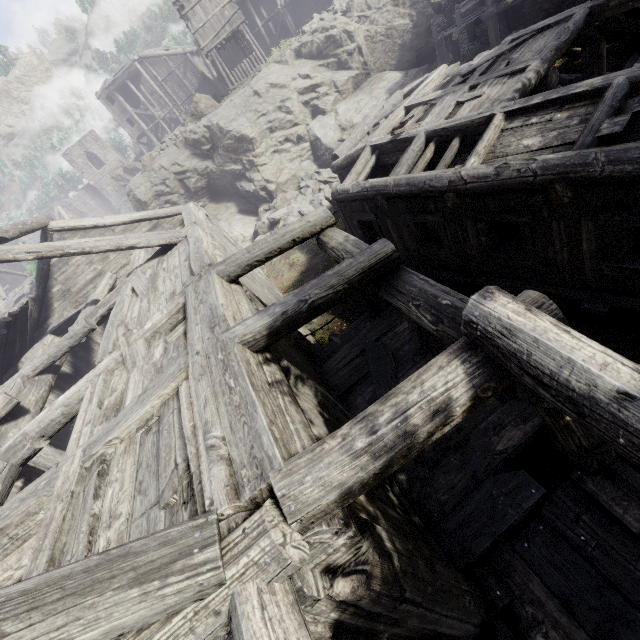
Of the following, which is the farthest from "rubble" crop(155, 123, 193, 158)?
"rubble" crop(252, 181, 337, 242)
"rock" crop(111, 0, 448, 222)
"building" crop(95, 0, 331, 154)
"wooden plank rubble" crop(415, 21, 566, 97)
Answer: "wooden plank rubble" crop(415, 21, 566, 97)

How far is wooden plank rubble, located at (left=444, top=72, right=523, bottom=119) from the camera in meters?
8.2

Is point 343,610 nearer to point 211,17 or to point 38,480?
point 38,480

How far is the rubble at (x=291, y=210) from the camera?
17.0 meters

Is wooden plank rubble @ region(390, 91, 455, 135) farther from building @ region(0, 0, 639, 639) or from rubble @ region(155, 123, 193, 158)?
rubble @ region(155, 123, 193, 158)

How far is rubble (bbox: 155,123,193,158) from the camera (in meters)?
21.75

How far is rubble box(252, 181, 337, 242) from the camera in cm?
1697

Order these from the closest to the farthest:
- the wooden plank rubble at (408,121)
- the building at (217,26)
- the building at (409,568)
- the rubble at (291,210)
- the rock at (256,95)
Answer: the building at (409,568) → the wooden plank rubble at (408,121) → the rubble at (291,210) → the rock at (256,95) → the building at (217,26)
